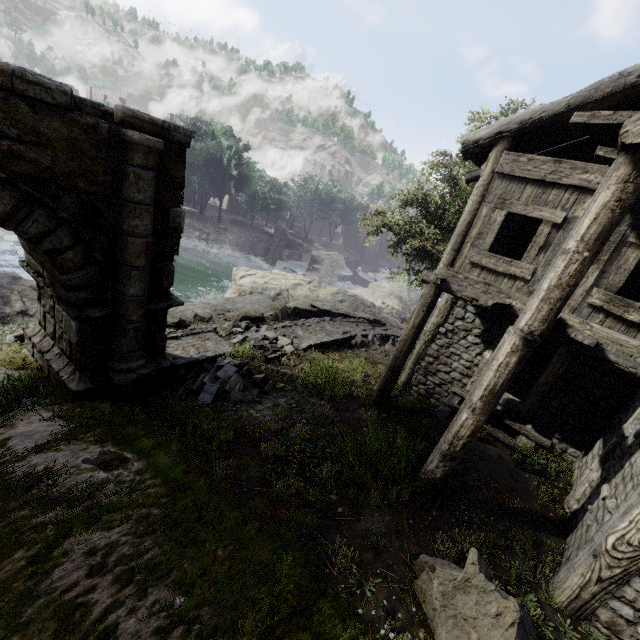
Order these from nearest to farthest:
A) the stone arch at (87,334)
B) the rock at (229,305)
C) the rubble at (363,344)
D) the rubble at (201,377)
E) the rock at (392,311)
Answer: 1. the stone arch at (87,334)
2. the rubble at (201,377)
3. the rock at (229,305)
4. the rubble at (363,344)
5. the rock at (392,311)

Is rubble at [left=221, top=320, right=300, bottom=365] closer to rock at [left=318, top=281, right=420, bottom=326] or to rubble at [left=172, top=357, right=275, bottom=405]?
rubble at [left=172, top=357, right=275, bottom=405]

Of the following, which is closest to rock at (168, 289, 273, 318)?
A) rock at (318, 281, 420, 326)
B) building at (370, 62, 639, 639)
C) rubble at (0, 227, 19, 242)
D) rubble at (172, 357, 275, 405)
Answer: rock at (318, 281, 420, 326)

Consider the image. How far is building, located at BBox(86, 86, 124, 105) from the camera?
53.0m

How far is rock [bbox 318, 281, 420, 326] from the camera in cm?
2251

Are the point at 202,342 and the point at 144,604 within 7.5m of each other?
no

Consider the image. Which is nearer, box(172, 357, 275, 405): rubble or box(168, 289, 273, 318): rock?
box(172, 357, 275, 405): rubble

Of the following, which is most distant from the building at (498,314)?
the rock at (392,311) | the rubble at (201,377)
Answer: the rubble at (201,377)
